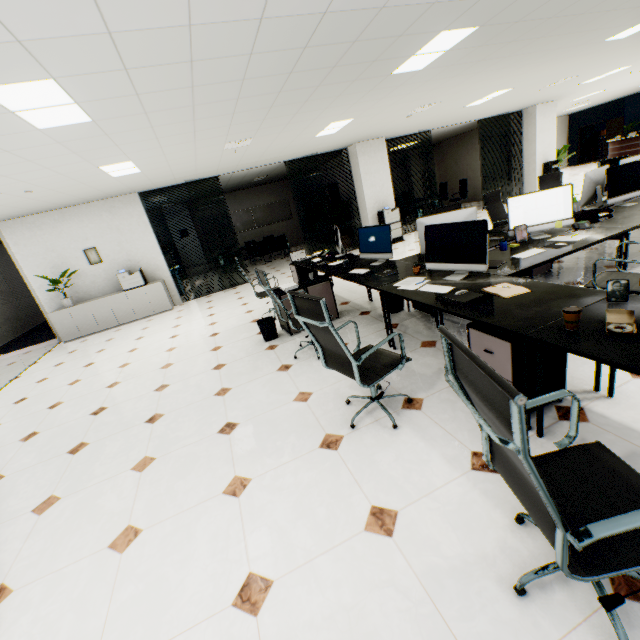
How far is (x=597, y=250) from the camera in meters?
5.0 m

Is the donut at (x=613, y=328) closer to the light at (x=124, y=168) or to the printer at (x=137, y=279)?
the light at (x=124, y=168)

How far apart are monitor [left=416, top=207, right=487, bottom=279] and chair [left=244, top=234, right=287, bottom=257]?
9.74m

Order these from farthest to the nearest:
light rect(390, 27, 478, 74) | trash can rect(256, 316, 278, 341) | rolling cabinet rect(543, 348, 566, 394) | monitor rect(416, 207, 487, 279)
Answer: trash can rect(256, 316, 278, 341) → light rect(390, 27, 478, 74) → monitor rect(416, 207, 487, 279) → rolling cabinet rect(543, 348, 566, 394)

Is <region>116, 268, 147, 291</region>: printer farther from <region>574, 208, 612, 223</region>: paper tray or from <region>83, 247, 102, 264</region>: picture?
<region>574, 208, 612, 223</region>: paper tray

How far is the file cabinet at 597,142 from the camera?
20.0m

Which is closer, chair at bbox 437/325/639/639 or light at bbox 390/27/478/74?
chair at bbox 437/325/639/639

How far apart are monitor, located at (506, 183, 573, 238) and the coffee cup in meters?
2.3 m
